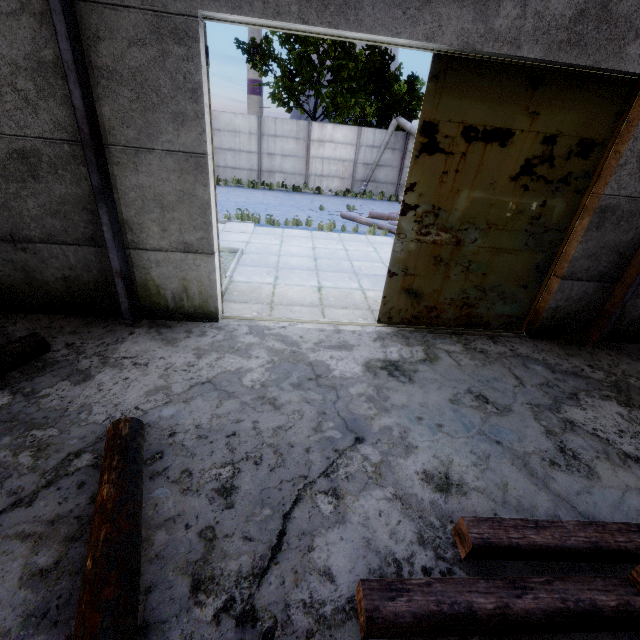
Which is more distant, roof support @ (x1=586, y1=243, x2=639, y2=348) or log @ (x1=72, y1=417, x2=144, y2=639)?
roof support @ (x1=586, y1=243, x2=639, y2=348)

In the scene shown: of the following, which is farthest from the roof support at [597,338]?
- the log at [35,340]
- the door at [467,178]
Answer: the log at [35,340]

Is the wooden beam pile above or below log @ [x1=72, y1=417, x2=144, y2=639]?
below

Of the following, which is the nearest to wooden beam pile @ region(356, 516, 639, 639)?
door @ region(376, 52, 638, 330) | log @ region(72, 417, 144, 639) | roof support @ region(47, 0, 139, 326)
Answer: log @ region(72, 417, 144, 639)

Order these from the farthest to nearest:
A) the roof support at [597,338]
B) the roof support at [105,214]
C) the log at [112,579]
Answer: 1. the roof support at [597,338]
2. the roof support at [105,214]
3. the log at [112,579]

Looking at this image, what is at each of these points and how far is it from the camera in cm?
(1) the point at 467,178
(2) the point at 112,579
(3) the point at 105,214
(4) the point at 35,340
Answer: (1) door, 466
(2) log, 199
(3) roof support, 416
(4) log, 405

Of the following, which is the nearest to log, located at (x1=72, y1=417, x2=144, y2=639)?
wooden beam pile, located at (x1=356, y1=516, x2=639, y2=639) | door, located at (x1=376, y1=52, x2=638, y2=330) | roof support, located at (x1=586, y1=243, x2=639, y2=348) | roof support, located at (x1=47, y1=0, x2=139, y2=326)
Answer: wooden beam pile, located at (x1=356, y1=516, x2=639, y2=639)

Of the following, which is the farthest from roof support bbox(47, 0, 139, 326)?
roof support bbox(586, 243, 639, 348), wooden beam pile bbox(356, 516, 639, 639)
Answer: roof support bbox(586, 243, 639, 348)
